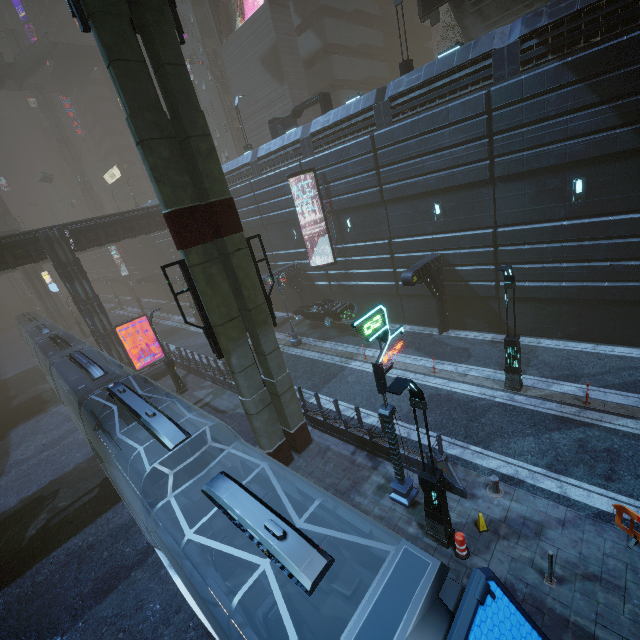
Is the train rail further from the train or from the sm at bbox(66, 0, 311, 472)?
the sm at bbox(66, 0, 311, 472)

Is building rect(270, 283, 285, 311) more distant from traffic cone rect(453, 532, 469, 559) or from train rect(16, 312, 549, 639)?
traffic cone rect(453, 532, 469, 559)

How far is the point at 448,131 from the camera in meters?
15.4 m

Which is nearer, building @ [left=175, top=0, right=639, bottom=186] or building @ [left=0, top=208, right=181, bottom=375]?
building @ [left=175, top=0, right=639, bottom=186]

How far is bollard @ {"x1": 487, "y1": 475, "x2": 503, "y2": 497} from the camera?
9.7m

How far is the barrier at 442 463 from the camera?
9.93m

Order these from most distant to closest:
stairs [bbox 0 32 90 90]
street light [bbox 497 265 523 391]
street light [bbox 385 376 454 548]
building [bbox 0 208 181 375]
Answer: stairs [bbox 0 32 90 90]
building [bbox 0 208 181 375]
street light [bbox 497 265 523 391]
street light [bbox 385 376 454 548]

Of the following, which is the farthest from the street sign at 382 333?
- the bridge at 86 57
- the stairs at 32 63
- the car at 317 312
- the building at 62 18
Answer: the bridge at 86 57
